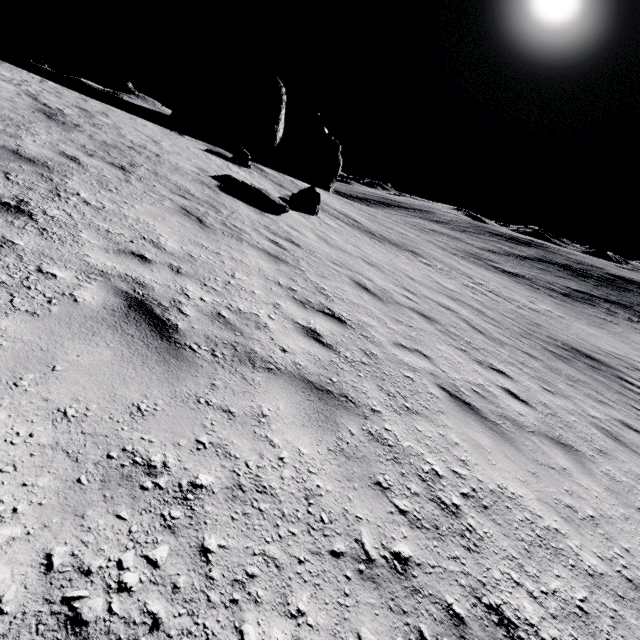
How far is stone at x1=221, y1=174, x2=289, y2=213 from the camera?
11.2 meters

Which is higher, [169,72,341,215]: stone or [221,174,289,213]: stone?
[169,72,341,215]: stone

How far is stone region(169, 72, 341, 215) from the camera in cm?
2548

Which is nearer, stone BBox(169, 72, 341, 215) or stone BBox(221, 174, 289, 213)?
stone BBox(221, 174, 289, 213)

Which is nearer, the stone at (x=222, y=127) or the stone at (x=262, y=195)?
the stone at (x=262, y=195)

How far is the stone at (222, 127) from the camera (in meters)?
25.48

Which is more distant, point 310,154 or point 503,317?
point 310,154
